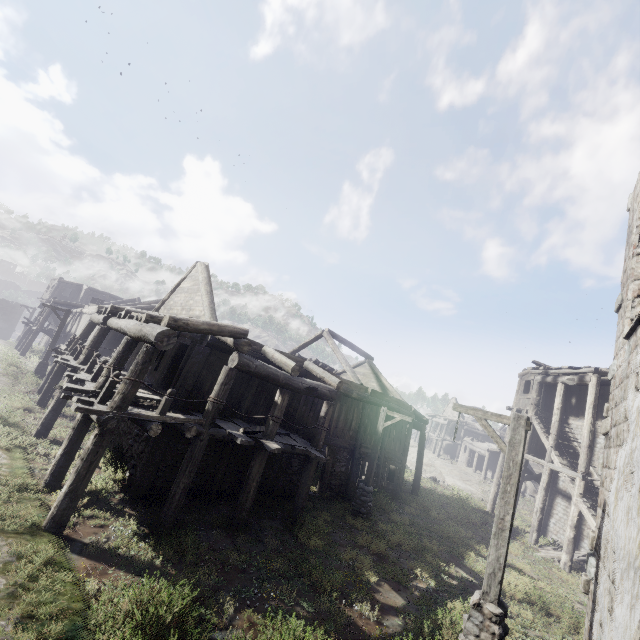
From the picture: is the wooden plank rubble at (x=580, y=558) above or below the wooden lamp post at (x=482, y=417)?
below

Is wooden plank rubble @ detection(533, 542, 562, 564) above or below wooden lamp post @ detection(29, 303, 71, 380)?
below

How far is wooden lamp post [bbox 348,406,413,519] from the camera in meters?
14.1 m

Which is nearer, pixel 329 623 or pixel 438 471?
pixel 329 623

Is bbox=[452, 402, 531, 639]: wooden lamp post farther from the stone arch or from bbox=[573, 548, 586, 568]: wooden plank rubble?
the stone arch

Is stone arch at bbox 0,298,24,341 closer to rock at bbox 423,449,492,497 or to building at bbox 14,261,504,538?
building at bbox 14,261,504,538

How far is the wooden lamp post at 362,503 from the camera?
14.08m

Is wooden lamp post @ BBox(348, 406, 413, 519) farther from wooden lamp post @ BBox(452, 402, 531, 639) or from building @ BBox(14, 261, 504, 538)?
wooden lamp post @ BBox(452, 402, 531, 639)
